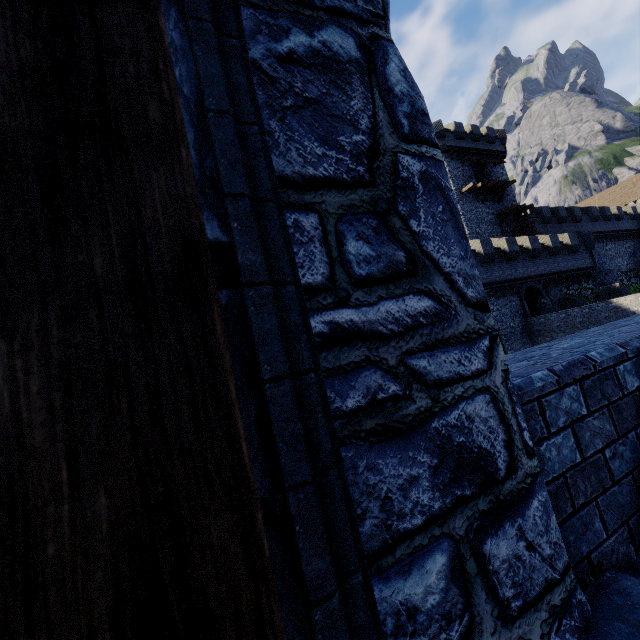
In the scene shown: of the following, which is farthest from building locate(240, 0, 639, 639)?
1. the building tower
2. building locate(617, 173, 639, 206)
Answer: building locate(617, 173, 639, 206)

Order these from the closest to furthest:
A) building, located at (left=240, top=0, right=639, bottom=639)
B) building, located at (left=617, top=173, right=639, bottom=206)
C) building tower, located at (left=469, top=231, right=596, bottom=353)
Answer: building, located at (left=240, top=0, right=639, bottom=639)
building tower, located at (left=469, top=231, right=596, bottom=353)
building, located at (left=617, top=173, right=639, bottom=206)

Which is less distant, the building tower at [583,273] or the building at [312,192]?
the building at [312,192]

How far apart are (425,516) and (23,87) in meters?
1.4 m

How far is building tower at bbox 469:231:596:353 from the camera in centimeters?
2484cm

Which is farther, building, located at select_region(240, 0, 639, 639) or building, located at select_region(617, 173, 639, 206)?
building, located at select_region(617, 173, 639, 206)

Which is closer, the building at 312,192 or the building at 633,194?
the building at 312,192
